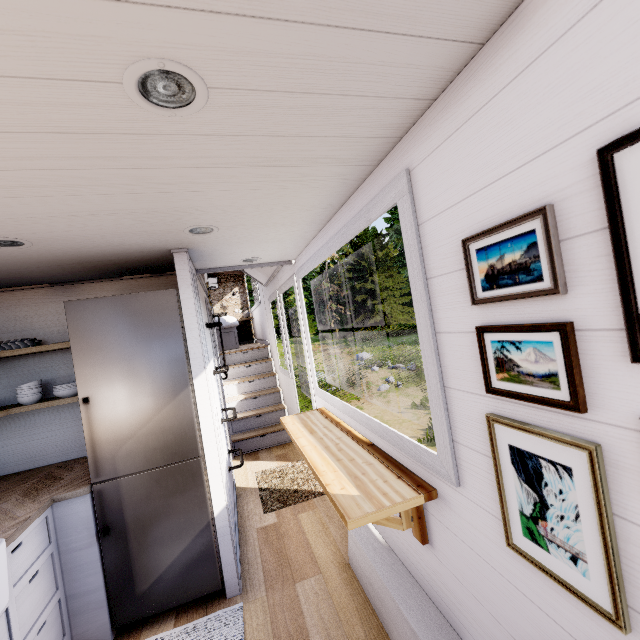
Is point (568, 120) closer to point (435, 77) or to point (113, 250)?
point (435, 77)

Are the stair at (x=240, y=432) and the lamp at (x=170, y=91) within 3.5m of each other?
no

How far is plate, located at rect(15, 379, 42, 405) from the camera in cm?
245

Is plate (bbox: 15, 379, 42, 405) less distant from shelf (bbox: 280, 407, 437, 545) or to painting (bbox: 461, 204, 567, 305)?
shelf (bbox: 280, 407, 437, 545)

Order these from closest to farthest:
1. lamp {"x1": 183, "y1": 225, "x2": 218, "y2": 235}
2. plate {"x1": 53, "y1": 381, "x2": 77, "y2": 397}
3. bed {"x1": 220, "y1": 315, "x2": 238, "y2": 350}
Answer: lamp {"x1": 183, "y1": 225, "x2": 218, "y2": 235}, plate {"x1": 53, "y1": 381, "x2": 77, "y2": 397}, bed {"x1": 220, "y1": 315, "x2": 238, "y2": 350}

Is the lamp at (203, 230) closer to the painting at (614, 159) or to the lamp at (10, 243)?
the lamp at (10, 243)

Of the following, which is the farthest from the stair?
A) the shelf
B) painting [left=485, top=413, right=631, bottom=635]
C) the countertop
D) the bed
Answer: painting [left=485, top=413, right=631, bottom=635]

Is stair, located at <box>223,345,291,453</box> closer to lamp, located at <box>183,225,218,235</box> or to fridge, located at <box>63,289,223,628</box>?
fridge, located at <box>63,289,223,628</box>
